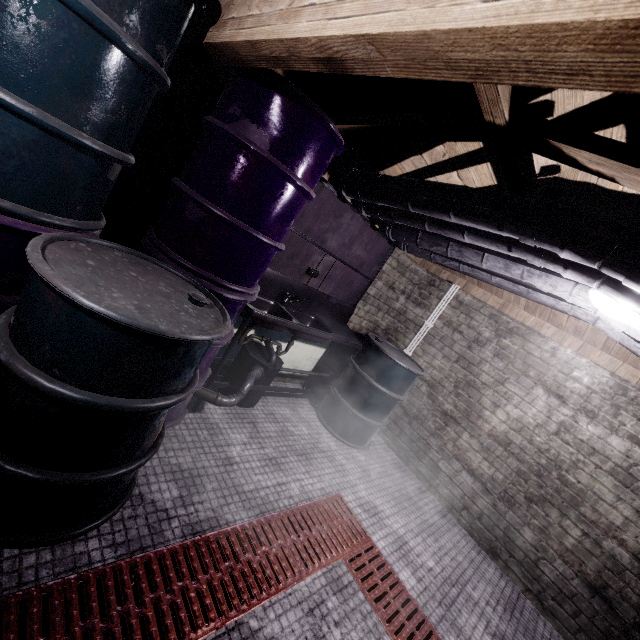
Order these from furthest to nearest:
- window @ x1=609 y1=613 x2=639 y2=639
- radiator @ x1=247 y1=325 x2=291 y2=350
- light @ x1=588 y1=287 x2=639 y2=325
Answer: radiator @ x1=247 y1=325 x2=291 y2=350 → window @ x1=609 y1=613 x2=639 y2=639 → light @ x1=588 y1=287 x2=639 y2=325

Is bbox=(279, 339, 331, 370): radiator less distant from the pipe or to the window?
the pipe

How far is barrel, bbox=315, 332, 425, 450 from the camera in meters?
3.1

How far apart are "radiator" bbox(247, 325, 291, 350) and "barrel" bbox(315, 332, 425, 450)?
0.4m

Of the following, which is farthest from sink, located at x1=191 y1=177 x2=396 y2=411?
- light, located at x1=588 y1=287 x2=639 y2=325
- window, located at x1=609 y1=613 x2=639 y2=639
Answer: window, located at x1=609 y1=613 x2=639 y2=639

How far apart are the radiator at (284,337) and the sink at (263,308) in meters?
0.0 m

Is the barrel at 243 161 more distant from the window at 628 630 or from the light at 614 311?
the window at 628 630

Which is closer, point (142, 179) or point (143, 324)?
point (143, 324)
